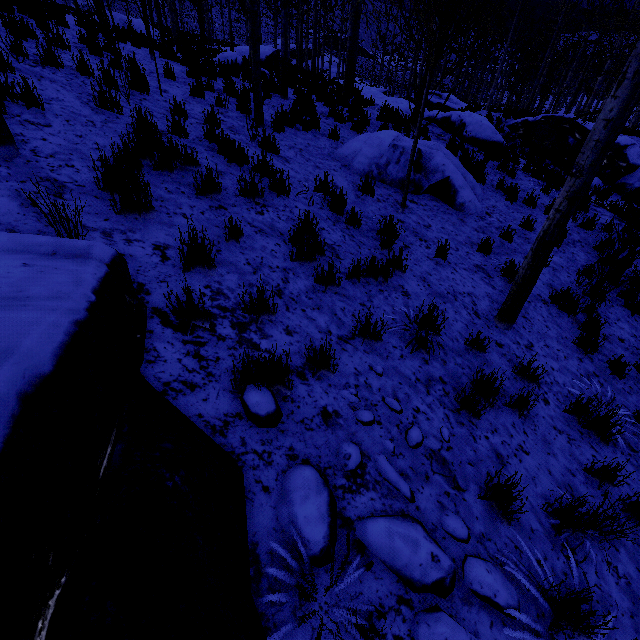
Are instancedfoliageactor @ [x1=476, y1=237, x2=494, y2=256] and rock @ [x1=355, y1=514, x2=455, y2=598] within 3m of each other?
no

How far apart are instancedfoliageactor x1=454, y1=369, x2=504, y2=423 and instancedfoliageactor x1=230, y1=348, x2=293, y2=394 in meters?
2.1 m

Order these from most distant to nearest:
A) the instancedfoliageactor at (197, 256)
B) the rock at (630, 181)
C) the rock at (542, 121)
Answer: the rock at (542, 121) → the rock at (630, 181) → the instancedfoliageactor at (197, 256)

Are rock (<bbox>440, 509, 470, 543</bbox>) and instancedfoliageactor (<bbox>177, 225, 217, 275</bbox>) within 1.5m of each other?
no

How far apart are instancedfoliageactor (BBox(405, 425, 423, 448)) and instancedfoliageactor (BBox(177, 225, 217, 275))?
2.34m

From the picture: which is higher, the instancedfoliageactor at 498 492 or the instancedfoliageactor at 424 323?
the instancedfoliageactor at 424 323

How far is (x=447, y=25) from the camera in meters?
4.5

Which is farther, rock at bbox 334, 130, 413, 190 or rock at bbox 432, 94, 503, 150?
rock at bbox 432, 94, 503, 150
